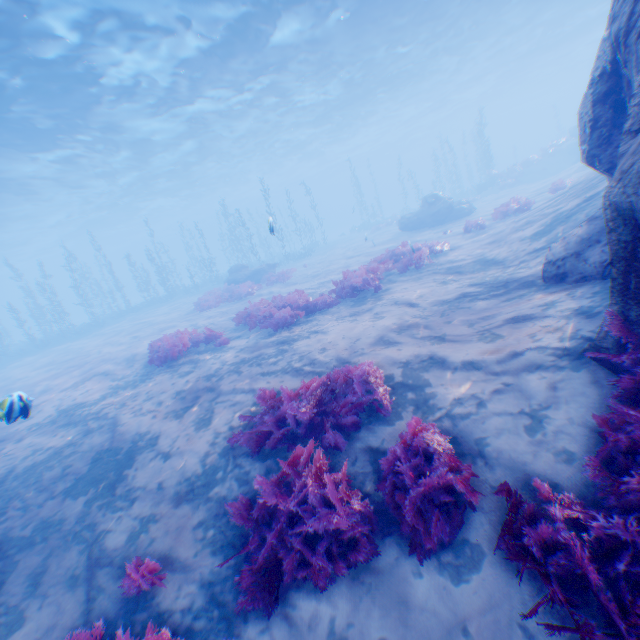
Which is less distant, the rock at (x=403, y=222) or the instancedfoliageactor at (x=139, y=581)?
the instancedfoliageactor at (x=139, y=581)

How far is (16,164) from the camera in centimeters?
2217cm

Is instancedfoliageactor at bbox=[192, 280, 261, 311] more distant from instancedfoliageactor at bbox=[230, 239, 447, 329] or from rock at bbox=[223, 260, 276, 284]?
instancedfoliageactor at bbox=[230, 239, 447, 329]

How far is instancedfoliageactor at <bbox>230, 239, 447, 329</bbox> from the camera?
10.3m

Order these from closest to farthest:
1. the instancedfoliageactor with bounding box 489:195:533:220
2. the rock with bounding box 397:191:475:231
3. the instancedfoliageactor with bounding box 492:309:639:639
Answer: the instancedfoliageactor with bounding box 492:309:639:639
the instancedfoliageactor with bounding box 489:195:533:220
the rock with bounding box 397:191:475:231

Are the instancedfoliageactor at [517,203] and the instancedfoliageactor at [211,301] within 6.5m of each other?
no

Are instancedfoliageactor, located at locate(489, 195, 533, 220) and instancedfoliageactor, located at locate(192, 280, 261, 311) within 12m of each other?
no

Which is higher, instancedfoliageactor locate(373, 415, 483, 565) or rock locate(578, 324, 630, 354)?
rock locate(578, 324, 630, 354)
